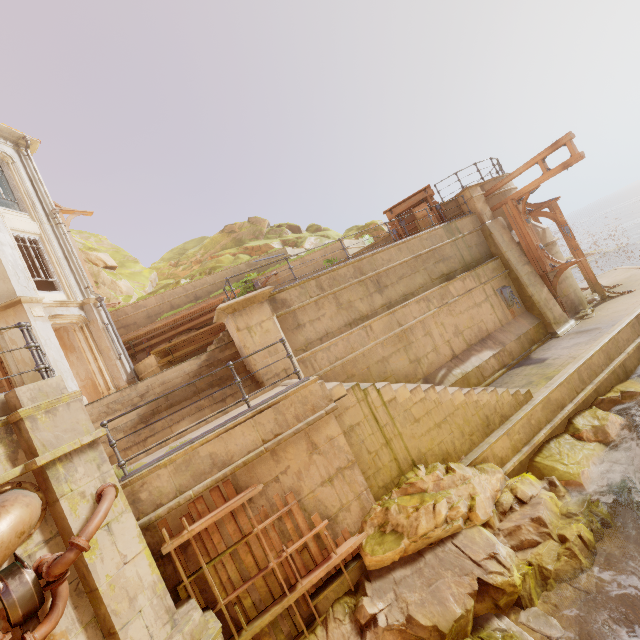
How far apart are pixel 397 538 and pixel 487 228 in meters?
12.0

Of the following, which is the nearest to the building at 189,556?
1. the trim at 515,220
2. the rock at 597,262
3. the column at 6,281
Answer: the column at 6,281

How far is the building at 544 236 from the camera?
13.99m

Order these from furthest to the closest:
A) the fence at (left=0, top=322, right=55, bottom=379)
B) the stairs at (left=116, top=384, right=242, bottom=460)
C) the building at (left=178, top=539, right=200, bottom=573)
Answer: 1. the stairs at (left=116, top=384, right=242, bottom=460)
2. the building at (left=178, top=539, right=200, bottom=573)
3. the fence at (left=0, top=322, right=55, bottom=379)

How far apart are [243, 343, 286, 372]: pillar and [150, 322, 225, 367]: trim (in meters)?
3.78

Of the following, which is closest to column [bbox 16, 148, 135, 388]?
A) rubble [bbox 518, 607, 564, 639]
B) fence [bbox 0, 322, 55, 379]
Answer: fence [bbox 0, 322, 55, 379]

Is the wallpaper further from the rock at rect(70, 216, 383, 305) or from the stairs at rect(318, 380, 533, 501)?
the stairs at rect(318, 380, 533, 501)

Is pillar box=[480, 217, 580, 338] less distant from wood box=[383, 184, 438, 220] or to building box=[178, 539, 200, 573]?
wood box=[383, 184, 438, 220]
